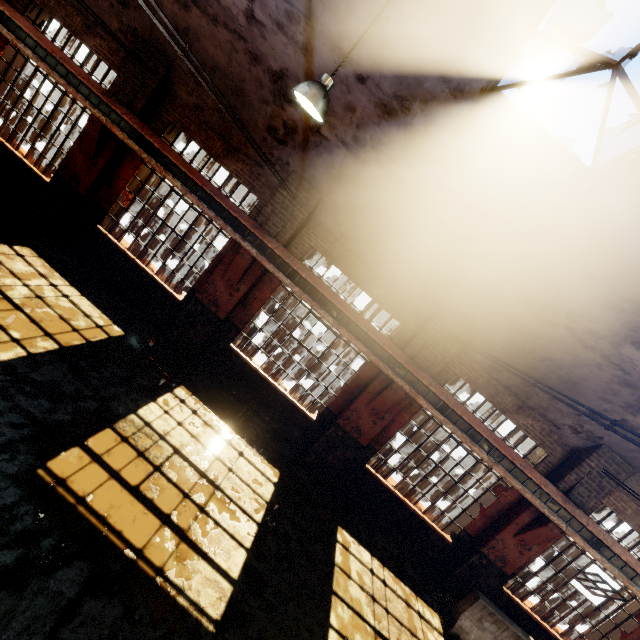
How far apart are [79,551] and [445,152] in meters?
7.6 m

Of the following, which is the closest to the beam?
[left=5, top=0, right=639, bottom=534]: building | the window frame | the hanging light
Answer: [left=5, top=0, right=639, bottom=534]: building

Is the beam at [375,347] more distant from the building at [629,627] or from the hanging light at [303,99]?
the hanging light at [303,99]

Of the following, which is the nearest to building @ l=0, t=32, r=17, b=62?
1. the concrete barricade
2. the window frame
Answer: the window frame

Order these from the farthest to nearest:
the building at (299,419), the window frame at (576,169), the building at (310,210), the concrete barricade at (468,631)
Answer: the building at (299,419) < the concrete barricade at (468,631) < the building at (310,210) < the window frame at (576,169)

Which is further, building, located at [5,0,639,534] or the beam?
the beam

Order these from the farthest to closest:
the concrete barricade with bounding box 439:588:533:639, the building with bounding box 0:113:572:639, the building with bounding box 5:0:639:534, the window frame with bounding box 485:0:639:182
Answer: the building with bounding box 0:113:572:639, the concrete barricade with bounding box 439:588:533:639, the building with bounding box 5:0:639:534, the window frame with bounding box 485:0:639:182
